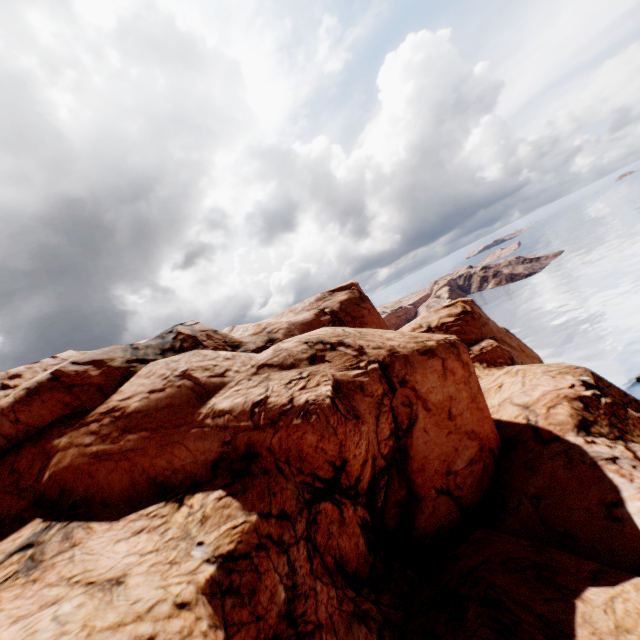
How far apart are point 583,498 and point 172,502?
18.18m
